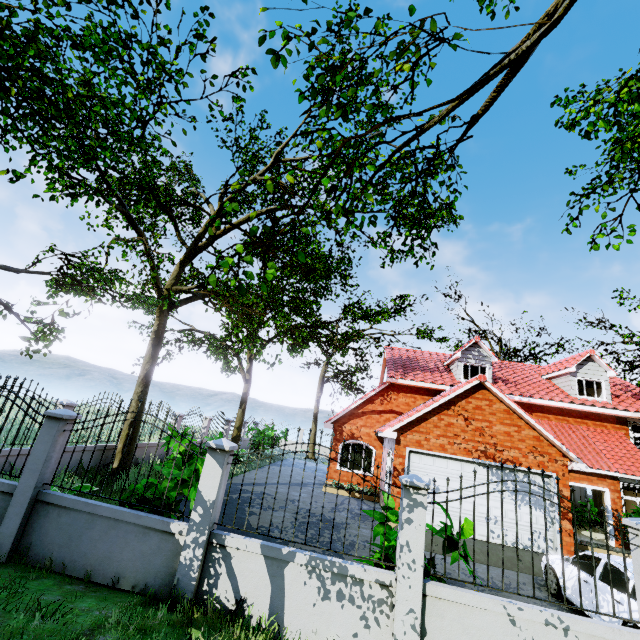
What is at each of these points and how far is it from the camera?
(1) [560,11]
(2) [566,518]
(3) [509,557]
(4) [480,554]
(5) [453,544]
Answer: (1) tree, 3.05m
(2) garage door, 10.88m
(3) garage entrance, 10.13m
(4) garage entrance, 10.11m
(5) plant, 5.05m

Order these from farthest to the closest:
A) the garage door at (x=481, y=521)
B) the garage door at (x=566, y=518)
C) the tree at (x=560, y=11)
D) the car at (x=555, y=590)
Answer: the garage door at (x=481, y=521)
the garage door at (x=566, y=518)
the car at (x=555, y=590)
the tree at (x=560, y=11)

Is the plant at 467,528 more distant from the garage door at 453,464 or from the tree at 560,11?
the garage door at 453,464

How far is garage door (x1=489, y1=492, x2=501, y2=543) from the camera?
11.0 meters

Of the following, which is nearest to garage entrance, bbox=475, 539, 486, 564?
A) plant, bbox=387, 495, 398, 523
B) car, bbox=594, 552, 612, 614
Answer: car, bbox=594, 552, 612, 614

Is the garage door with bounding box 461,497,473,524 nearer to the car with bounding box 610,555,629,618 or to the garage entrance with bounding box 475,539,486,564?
the garage entrance with bounding box 475,539,486,564

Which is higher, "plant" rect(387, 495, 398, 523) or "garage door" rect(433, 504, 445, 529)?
"plant" rect(387, 495, 398, 523)

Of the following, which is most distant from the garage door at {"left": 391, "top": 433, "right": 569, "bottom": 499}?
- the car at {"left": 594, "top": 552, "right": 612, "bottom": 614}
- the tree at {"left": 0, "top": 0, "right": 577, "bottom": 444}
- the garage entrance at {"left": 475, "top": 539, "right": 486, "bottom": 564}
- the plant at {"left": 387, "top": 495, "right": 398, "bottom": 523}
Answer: the plant at {"left": 387, "top": 495, "right": 398, "bottom": 523}
